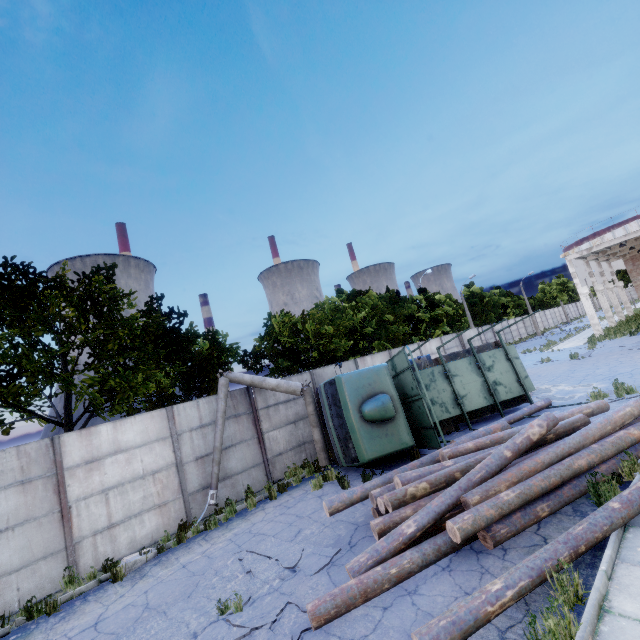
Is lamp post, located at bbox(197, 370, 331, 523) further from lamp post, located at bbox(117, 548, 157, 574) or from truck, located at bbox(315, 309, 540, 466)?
lamp post, located at bbox(117, 548, 157, 574)

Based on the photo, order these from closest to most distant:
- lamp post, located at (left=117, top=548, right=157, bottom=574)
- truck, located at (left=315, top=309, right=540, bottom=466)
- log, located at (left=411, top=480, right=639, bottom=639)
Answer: log, located at (left=411, top=480, right=639, bottom=639)
lamp post, located at (left=117, top=548, right=157, bottom=574)
truck, located at (left=315, top=309, right=540, bottom=466)

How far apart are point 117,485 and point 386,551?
8.0 meters

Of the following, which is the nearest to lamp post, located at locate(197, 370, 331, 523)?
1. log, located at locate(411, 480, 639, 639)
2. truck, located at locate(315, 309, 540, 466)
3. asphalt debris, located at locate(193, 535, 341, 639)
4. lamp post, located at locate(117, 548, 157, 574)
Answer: truck, located at locate(315, 309, 540, 466)

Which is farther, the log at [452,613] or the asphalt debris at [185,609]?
the asphalt debris at [185,609]

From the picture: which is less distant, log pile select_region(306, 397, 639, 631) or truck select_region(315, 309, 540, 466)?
log pile select_region(306, 397, 639, 631)

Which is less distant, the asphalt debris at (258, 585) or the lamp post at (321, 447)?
the asphalt debris at (258, 585)

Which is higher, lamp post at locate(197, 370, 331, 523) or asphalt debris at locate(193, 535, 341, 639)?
lamp post at locate(197, 370, 331, 523)
